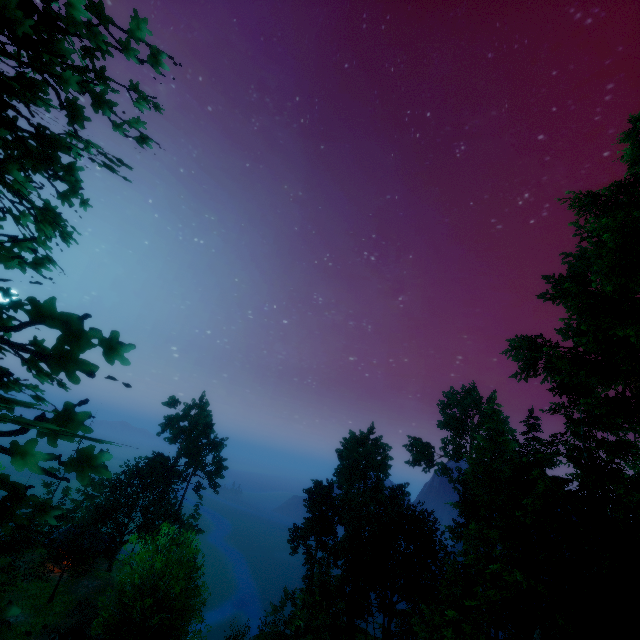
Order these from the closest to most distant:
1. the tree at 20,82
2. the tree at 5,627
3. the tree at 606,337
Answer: the tree at 5,627
the tree at 20,82
the tree at 606,337

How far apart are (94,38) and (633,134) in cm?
2215

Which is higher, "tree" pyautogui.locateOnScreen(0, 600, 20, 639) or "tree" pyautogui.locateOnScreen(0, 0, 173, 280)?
"tree" pyautogui.locateOnScreen(0, 0, 173, 280)

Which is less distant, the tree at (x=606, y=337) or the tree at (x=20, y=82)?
the tree at (x=20, y=82)

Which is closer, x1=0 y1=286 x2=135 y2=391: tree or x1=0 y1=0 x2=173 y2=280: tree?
x1=0 y1=286 x2=135 y2=391: tree

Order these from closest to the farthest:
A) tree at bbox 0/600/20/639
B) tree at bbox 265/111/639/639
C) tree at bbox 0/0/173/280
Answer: tree at bbox 0/600/20/639, tree at bbox 0/0/173/280, tree at bbox 265/111/639/639
